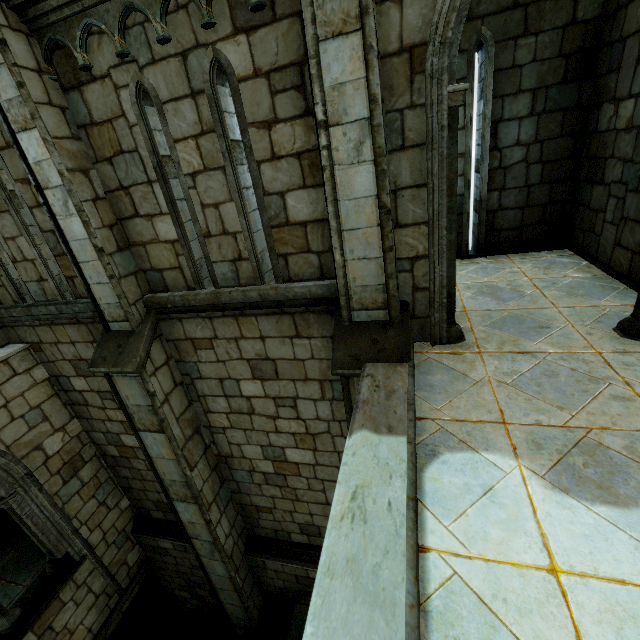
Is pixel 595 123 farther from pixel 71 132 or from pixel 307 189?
pixel 71 132
